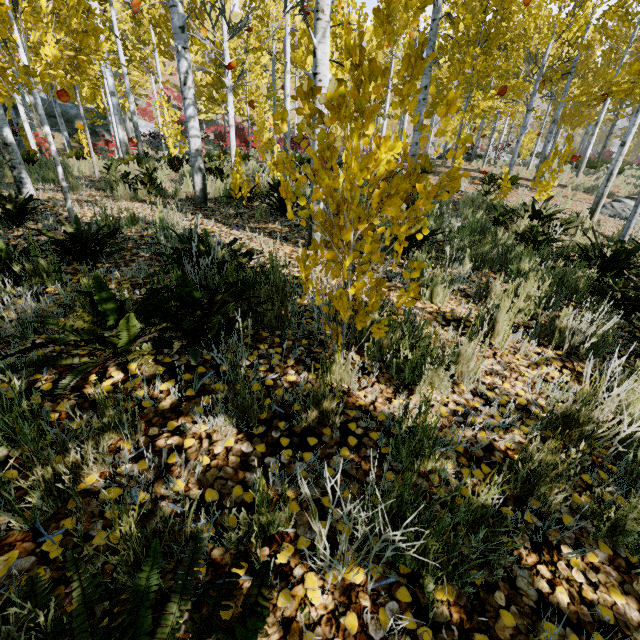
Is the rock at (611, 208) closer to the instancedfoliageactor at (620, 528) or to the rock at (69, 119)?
the instancedfoliageactor at (620, 528)

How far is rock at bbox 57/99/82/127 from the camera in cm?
2570

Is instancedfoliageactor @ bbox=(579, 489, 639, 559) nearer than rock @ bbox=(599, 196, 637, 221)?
Yes

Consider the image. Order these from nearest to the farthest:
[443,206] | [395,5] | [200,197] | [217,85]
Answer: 1. [395,5]
2. [200,197]
3. [443,206]
4. [217,85]

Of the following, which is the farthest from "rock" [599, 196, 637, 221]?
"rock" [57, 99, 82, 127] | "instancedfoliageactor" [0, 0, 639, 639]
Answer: "rock" [57, 99, 82, 127]

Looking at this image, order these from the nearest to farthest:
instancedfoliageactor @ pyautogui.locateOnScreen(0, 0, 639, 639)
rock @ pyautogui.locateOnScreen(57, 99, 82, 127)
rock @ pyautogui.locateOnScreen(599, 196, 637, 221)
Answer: instancedfoliageactor @ pyautogui.locateOnScreen(0, 0, 639, 639), rock @ pyautogui.locateOnScreen(599, 196, 637, 221), rock @ pyautogui.locateOnScreen(57, 99, 82, 127)

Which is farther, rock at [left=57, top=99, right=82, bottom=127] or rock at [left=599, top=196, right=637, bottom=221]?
rock at [left=57, top=99, right=82, bottom=127]
